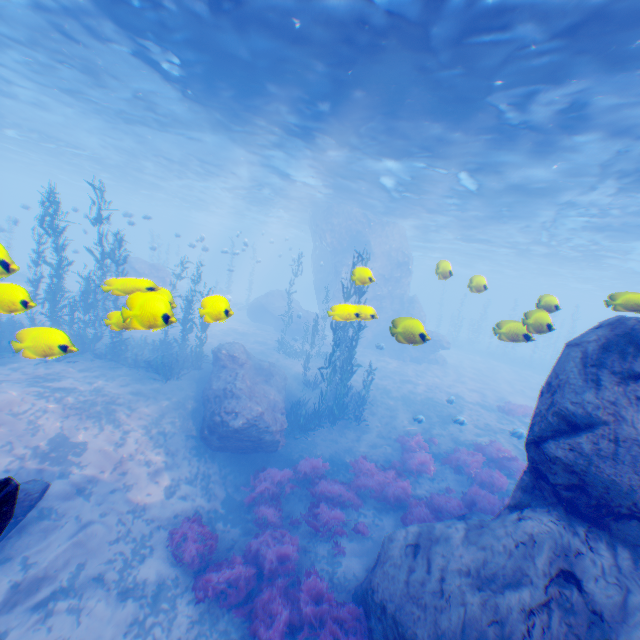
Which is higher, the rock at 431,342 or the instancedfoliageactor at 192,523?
the rock at 431,342

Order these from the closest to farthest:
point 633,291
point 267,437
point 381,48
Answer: point 381,48
point 267,437
point 633,291

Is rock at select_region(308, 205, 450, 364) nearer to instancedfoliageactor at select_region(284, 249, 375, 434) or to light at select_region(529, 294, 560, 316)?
light at select_region(529, 294, 560, 316)

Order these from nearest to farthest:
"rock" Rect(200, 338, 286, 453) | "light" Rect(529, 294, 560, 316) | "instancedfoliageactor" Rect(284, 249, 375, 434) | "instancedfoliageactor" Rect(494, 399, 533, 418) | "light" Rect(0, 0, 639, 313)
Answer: "light" Rect(529, 294, 560, 316) → "light" Rect(0, 0, 639, 313) → "rock" Rect(200, 338, 286, 453) → "instancedfoliageactor" Rect(284, 249, 375, 434) → "instancedfoliageactor" Rect(494, 399, 533, 418)

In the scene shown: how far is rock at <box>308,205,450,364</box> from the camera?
7.3 meters

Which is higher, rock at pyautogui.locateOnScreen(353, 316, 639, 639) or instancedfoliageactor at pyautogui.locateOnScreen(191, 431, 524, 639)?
rock at pyautogui.locateOnScreen(353, 316, 639, 639)

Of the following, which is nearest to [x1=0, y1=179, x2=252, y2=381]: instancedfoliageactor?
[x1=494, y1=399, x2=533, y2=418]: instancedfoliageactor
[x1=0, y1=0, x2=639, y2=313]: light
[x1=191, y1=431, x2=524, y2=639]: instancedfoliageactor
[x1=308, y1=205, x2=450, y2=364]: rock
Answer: [x1=308, y1=205, x2=450, y2=364]: rock

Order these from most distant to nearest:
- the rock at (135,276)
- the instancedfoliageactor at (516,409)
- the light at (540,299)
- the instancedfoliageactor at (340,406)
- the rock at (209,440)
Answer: the instancedfoliageactor at (516,409)
the instancedfoliageactor at (340,406)
the rock at (209,440)
the light at (540,299)
the rock at (135,276)
